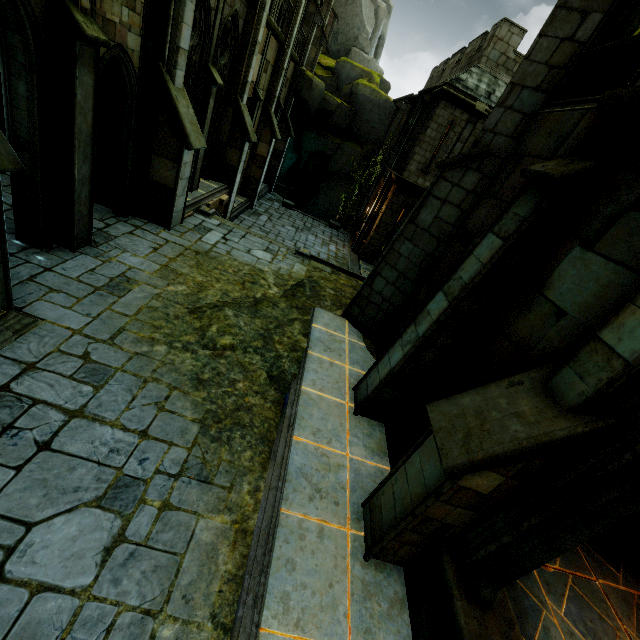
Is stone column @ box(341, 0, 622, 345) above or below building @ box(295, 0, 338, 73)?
below

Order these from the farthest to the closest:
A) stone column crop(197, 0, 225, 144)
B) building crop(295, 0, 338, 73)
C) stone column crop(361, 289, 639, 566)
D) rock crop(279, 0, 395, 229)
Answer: rock crop(279, 0, 395, 229) → building crop(295, 0, 338, 73) → stone column crop(197, 0, 225, 144) → stone column crop(361, 289, 639, 566)

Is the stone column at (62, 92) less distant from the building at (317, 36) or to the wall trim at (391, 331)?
the building at (317, 36)

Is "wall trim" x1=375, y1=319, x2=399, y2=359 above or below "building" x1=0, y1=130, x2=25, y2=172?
below

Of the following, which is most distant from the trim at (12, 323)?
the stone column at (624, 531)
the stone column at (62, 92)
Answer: the stone column at (624, 531)

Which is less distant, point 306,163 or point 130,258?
point 130,258

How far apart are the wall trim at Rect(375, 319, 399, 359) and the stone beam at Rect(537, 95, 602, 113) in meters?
4.6 m

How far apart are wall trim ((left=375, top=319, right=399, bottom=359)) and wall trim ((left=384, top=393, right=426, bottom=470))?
0.66m
